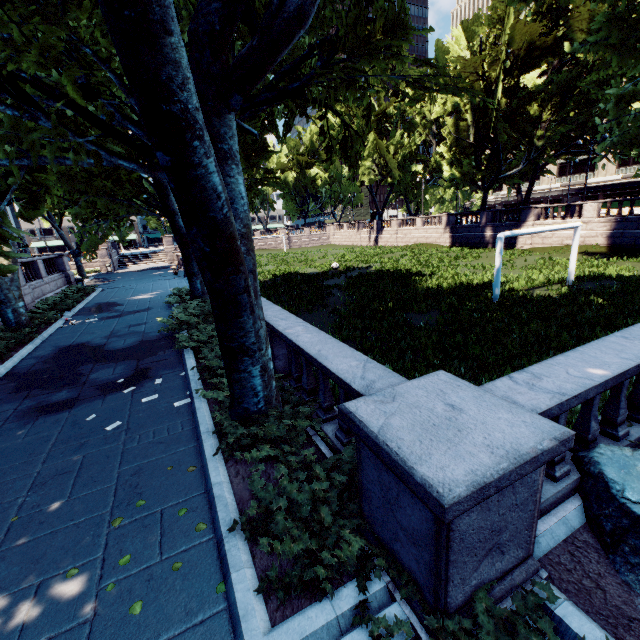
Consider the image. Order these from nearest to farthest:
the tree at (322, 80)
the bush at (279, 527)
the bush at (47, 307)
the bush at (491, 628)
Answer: the bush at (491, 628), the bush at (279, 527), the tree at (322, 80), the bush at (47, 307)

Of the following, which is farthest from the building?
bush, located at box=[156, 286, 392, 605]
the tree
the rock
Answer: bush, located at box=[156, 286, 392, 605]

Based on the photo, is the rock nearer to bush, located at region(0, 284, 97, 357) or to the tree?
the tree

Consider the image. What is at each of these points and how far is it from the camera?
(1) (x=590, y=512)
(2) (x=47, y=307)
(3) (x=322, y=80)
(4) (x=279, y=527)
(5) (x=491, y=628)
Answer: (1) rock, 3.7m
(2) bush, 17.7m
(3) tree, 6.2m
(4) bush, 3.3m
(5) bush, 2.5m

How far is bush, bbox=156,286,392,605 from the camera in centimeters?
310cm

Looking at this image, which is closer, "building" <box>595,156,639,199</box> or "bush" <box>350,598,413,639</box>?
"bush" <box>350,598,413,639</box>

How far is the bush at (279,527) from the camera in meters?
3.1 m

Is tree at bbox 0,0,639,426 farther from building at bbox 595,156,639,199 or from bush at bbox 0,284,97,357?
building at bbox 595,156,639,199
